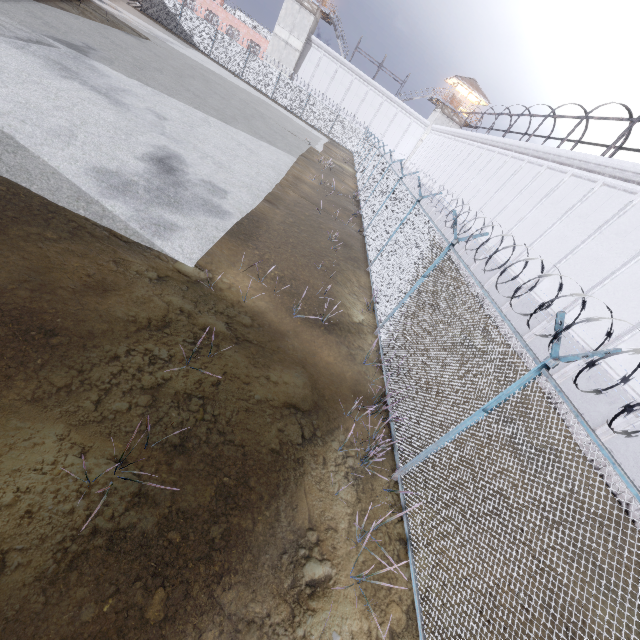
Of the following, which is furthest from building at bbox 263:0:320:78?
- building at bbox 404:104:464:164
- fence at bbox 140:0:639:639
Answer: building at bbox 404:104:464:164

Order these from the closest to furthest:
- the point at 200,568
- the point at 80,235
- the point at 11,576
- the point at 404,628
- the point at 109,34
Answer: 1. the point at 11,576
2. the point at 200,568
3. the point at 404,628
4. the point at 80,235
5. the point at 109,34

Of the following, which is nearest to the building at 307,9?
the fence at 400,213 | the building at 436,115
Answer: the fence at 400,213

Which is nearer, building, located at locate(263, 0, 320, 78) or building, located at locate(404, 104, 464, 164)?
building, located at locate(263, 0, 320, 78)

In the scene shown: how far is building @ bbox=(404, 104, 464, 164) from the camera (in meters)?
44.72

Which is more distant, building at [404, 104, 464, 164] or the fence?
building at [404, 104, 464, 164]

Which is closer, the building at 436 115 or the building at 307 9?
the building at 307 9
